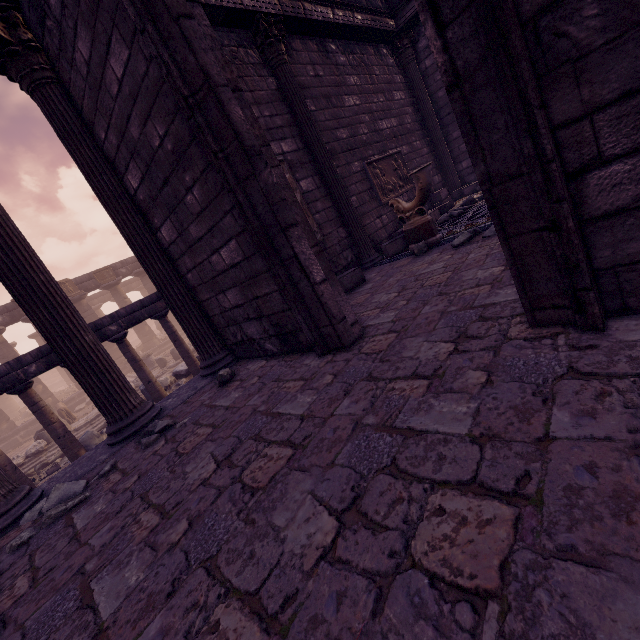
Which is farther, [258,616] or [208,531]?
[208,531]

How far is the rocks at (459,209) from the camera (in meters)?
6.75

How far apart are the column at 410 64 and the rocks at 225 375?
9.3m

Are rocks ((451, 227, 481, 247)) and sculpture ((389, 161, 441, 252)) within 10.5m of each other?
yes

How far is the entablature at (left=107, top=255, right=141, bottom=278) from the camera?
22.5 meters

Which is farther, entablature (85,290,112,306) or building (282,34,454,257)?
entablature (85,290,112,306)

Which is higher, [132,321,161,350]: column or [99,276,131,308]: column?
[99,276,131,308]: column

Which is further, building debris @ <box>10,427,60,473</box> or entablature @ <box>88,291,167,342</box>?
building debris @ <box>10,427,60,473</box>
